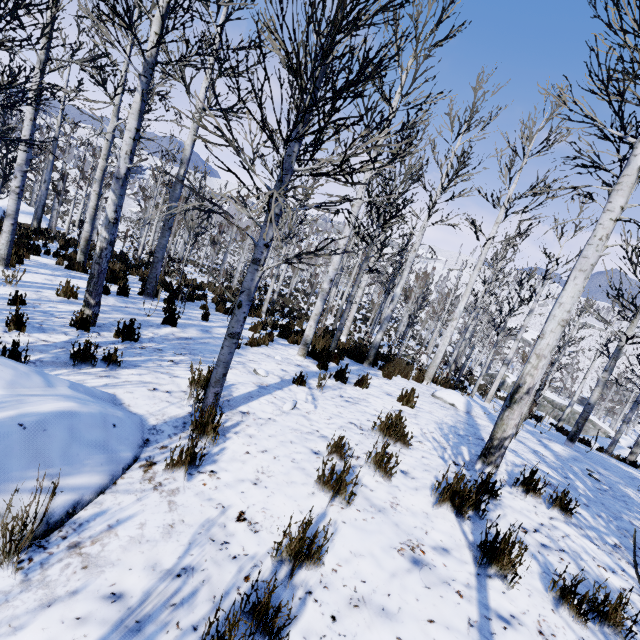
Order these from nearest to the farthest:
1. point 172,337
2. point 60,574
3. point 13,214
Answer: point 60,574, point 172,337, point 13,214

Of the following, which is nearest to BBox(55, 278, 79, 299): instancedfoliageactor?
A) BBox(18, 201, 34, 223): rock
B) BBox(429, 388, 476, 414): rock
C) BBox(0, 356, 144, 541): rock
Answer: BBox(0, 356, 144, 541): rock

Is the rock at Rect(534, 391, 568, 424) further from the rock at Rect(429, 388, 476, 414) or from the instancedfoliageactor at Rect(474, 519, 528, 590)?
the rock at Rect(429, 388, 476, 414)

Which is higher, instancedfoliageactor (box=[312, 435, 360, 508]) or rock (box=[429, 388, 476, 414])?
instancedfoliageactor (box=[312, 435, 360, 508])

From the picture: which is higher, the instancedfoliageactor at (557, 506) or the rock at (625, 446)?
the instancedfoliageactor at (557, 506)

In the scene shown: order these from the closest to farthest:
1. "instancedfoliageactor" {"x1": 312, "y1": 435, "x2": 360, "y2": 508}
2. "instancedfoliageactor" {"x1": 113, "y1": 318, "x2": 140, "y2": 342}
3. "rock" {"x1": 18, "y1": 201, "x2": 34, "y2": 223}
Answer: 1. "instancedfoliageactor" {"x1": 312, "y1": 435, "x2": 360, "y2": 508}
2. "instancedfoliageactor" {"x1": 113, "y1": 318, "x2": 140, "y2": 342}
3. "rock" {"x1": 18, "y1": 201, "x2": 34, "y2": 223}

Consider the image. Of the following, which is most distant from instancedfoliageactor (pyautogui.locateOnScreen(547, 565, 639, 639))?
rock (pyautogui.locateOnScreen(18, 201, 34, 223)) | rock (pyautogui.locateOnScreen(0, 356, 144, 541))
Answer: rock (pyautogui.locateOnScreen(18, 201, 34, 223))

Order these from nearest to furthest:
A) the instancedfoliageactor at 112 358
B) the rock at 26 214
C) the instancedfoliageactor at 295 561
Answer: the instancedfoliageactor at 295 561, the instancedfoliageactor at 112 358, the rock at 26 214
